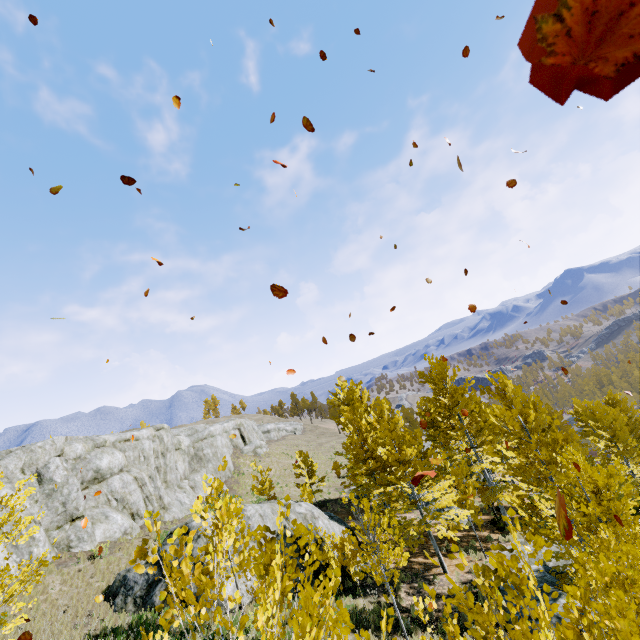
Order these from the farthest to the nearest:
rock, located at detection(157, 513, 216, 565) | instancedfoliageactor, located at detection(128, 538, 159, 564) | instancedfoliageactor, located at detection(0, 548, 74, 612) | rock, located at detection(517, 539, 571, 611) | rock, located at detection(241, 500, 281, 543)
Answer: rock, located at detection(241, 500, 281, 543)
rock, located at detection(157, 513, 216, 565)
rock, located at detection(517, 539, 571, 611)
instancedfoliageactor, located at detection(0, 548, 74, 612)
instancedfoliageactor, located at detection(128, 538, 159, 564)

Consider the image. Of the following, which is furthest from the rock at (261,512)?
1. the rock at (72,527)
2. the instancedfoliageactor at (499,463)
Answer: the rock at (72,527)

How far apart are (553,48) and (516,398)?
34.20m

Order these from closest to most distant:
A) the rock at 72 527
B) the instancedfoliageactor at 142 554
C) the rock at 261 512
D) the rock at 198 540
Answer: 1. the instancedfoliageactor at 142 554
2. the rock at 198 540
3. the rock at 261 512
4. the rock at 72 527

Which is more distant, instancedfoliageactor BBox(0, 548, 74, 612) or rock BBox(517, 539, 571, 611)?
rock BBox(517, 539, 571, 611)

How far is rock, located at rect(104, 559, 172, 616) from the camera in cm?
1236

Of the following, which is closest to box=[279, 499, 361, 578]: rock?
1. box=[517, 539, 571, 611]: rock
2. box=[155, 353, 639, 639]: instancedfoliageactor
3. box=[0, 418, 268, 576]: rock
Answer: box=[155, 353, 639, 639]: instancedfoliageactor
